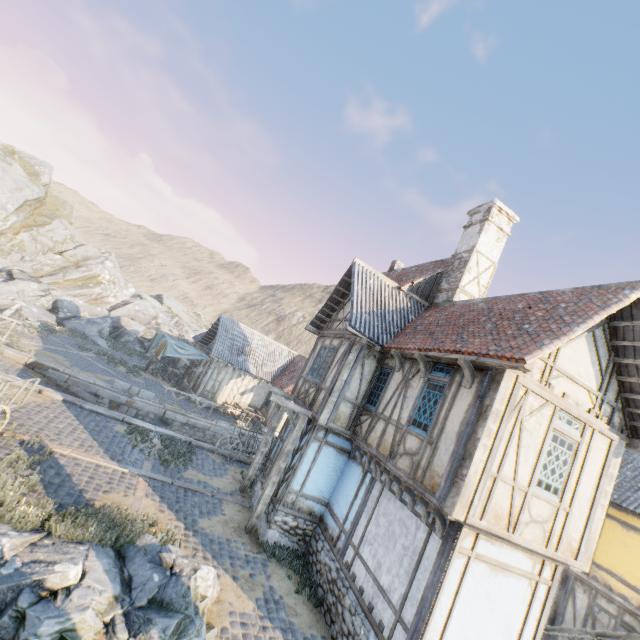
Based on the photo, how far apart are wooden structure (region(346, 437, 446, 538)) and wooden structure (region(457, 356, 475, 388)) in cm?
284

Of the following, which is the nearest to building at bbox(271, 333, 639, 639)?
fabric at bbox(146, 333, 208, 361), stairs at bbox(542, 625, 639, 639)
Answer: stairs at bbox(542, 625, 639, 639)

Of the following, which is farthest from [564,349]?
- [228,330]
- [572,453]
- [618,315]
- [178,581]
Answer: [228,330]

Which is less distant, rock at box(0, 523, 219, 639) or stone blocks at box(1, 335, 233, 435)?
rock at box(0, 523, 219, 639)

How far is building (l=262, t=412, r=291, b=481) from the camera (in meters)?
12.07

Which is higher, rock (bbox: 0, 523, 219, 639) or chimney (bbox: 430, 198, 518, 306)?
chimney (bbox: 430, 198, 518, 306)

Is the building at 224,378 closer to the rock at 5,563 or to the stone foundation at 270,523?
the rock at 5,563

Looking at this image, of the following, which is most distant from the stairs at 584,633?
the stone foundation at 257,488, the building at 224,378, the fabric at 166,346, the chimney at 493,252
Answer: the fabric at 166,346
